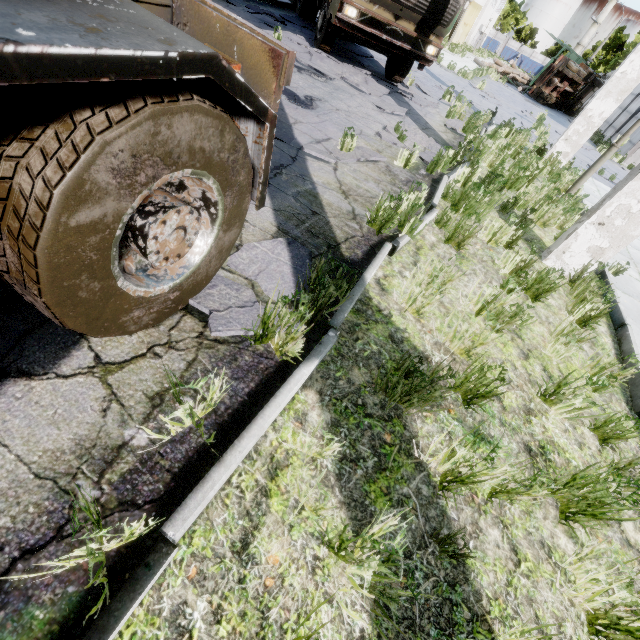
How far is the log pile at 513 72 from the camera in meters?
27.9 m

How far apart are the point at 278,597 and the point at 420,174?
5.8m

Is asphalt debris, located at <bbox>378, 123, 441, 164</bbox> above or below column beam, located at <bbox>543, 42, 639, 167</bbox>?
below

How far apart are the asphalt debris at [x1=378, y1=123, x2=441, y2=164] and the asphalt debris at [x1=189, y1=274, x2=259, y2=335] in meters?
4.3 m

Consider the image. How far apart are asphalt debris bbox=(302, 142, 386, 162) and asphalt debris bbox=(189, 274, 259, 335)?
2.1 meters

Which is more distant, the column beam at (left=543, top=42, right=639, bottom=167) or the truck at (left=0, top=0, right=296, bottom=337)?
the column beam at (left=543, top=42, right=639, bottom=167)

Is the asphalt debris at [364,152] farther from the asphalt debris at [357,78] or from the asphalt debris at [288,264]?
the asphalt debris at [357,78]
